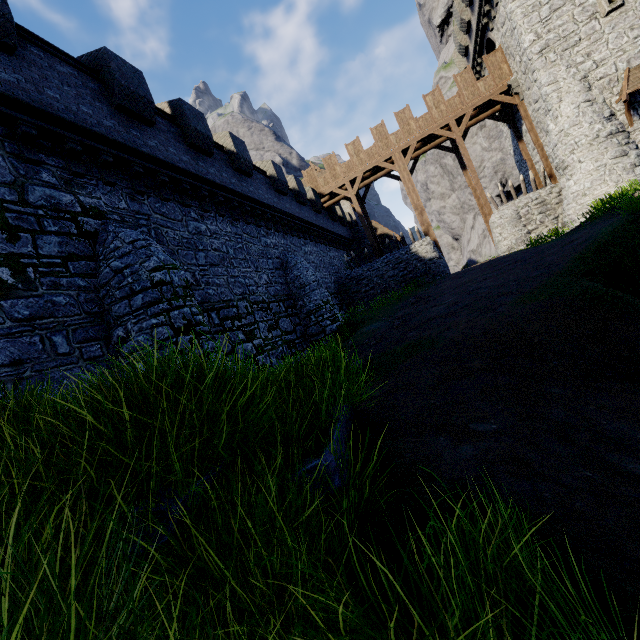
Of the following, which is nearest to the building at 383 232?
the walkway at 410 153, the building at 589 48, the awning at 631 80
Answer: the walkway at 410 153

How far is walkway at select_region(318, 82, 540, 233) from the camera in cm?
2070

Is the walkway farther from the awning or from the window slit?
the awning

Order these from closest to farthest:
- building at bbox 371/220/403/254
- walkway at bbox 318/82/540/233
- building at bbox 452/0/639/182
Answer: building at bbox 452/0/639/182
walkway at bbox 318/82/540/233
building at bbox 371/220/403/254

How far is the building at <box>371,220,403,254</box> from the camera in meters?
33.8 m

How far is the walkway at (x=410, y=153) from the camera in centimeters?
2070cm

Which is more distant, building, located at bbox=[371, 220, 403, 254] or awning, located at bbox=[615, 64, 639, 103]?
building, located at bbox=[371, 220, 403, 254]

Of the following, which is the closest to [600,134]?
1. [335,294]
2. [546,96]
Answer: [546,96]
